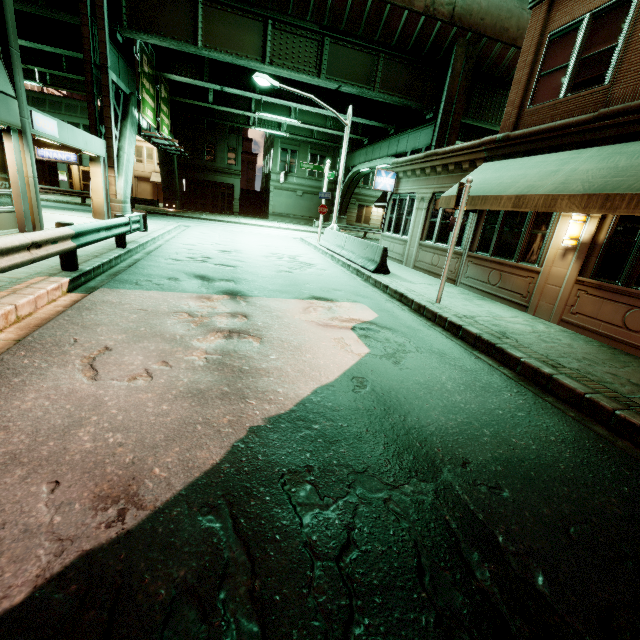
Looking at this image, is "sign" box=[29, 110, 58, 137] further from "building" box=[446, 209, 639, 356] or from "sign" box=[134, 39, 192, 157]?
"building" box=[446, 209, 639, 356]

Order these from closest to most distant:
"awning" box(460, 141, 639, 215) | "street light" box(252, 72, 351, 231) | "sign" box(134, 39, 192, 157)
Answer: "awning" box(460, 141, 639, 215), "street light" box(252, 72, 351, 231), "sign" box(134, 39, 192, 157)

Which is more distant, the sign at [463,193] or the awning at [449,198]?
the awning at [449,198]

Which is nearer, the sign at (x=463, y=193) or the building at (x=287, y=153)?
the sign at (x=463, y=193)

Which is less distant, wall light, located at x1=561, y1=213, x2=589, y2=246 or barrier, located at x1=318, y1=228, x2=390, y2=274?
wall light, located at x1=561, y1=213, x2=589, y2=246

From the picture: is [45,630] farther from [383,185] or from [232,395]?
[383,185]

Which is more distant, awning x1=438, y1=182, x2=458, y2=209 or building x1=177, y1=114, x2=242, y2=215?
building x1=177, y1=114, x2=242, y2=215

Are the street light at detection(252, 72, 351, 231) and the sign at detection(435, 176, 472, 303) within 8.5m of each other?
no
